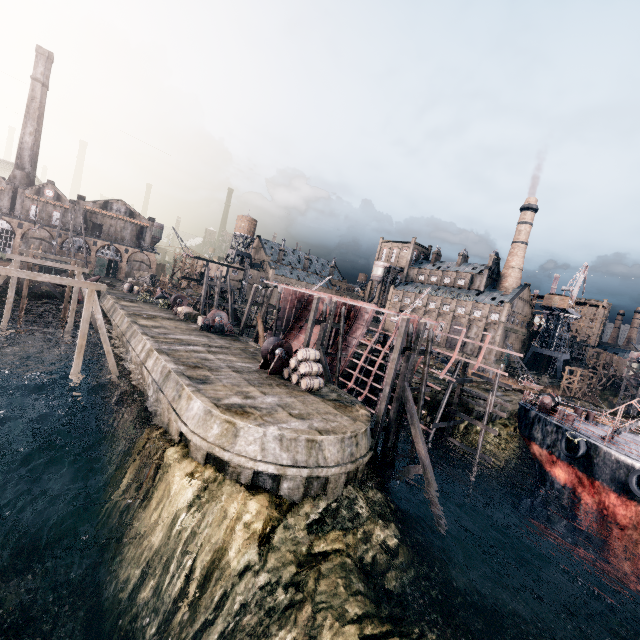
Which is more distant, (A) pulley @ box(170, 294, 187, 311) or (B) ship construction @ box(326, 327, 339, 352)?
(A) pulley @ box(170, 294, 187, 311)

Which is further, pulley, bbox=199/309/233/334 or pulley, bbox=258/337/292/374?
pulley, bbox=199/309/233/334

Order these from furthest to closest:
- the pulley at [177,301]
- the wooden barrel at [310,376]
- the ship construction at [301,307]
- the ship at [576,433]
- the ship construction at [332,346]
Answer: the pulley at [177,301], the ship construction at [332,346], the ship construction at [301,307], the wooden barrel at [310,376], the ship at [576,433]

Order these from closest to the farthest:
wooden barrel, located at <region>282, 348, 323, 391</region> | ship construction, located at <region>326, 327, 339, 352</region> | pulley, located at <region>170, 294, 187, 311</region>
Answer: wooden barrel, located at <region>282, 348, 323, 391</region>
ship construction, located at <region>326, 327, 339, 352</region>
pulley, located at <region>170, 294, 187, 311</region>

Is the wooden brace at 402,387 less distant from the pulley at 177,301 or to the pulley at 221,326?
the pulley at 221,326

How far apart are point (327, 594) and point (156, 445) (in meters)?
10.73

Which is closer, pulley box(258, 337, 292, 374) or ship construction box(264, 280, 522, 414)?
pulley box(258, 337, 292, 374)

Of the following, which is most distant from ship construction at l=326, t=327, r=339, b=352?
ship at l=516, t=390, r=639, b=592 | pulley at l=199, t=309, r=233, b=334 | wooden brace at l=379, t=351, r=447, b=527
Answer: pulley at l=199, t=309, r=233, b=334
